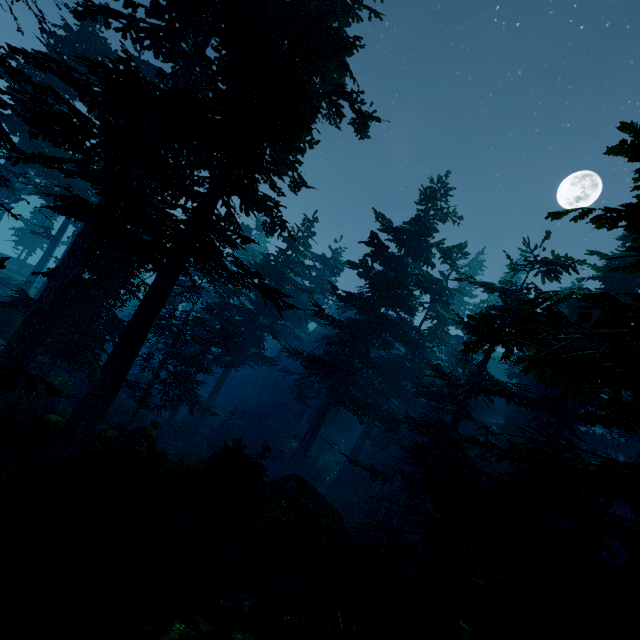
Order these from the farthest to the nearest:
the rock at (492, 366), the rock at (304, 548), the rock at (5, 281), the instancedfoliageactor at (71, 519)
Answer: the rock at (492, 366) < the rock at (5, 281) < the rock at (304, 548) < the instancedfoliageactor at (71, 519)

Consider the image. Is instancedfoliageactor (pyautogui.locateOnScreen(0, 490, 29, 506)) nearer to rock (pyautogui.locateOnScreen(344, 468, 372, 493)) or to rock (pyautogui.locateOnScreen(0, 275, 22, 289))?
rock (pyautogui.locateOnScreen(344, 468, 372, 493))

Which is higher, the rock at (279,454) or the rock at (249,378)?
the rock at (249,378)

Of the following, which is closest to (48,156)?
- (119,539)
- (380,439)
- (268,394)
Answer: (119,539)

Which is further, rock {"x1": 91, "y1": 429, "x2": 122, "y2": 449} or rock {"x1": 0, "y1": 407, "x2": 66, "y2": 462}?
rock {"x1": 91, "y1": 429, "x2": 122, "y2": 449}

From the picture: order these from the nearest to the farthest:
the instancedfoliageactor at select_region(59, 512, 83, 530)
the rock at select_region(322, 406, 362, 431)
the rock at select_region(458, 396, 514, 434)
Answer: the instancedfoliageactor at select_region(59, 512, 83, 530) → the rock at select_region(458, 396, 514, 434) → the rock at select_region(322, 406, 362, 431)

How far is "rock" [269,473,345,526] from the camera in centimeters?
1084cm

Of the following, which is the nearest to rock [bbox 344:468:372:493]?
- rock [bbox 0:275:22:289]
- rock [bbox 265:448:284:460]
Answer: rock [bbox 265:448:284:460]
